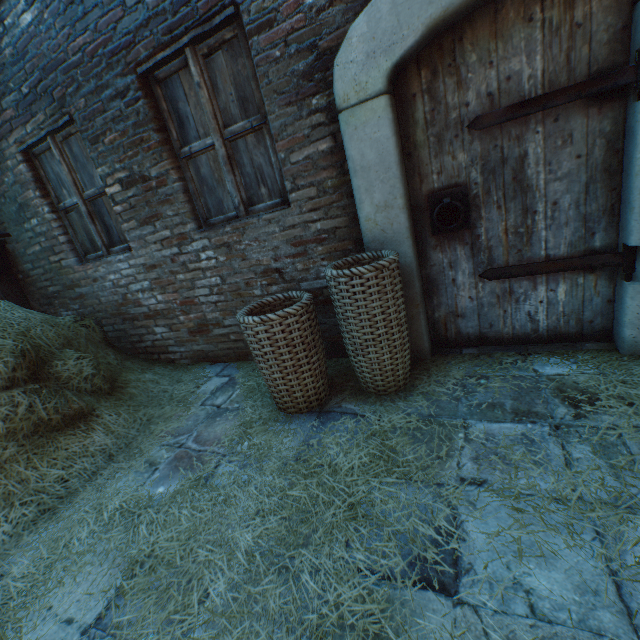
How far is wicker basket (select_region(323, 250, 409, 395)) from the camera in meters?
1.9

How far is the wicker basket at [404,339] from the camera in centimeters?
193cm

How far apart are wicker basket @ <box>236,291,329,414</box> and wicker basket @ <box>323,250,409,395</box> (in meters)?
0.14

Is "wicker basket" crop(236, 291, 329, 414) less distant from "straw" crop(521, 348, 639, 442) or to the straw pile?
"straw" crop(521, 348, 639, 442)

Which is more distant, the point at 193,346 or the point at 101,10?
the point at 193,346

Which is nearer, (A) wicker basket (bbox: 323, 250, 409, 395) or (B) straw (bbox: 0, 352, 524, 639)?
(B) straw (bbox: 0, 352, 524, 639)

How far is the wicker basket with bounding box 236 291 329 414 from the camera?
2.0m

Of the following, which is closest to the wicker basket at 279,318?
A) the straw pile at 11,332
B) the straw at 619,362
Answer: the straw at 619,362
